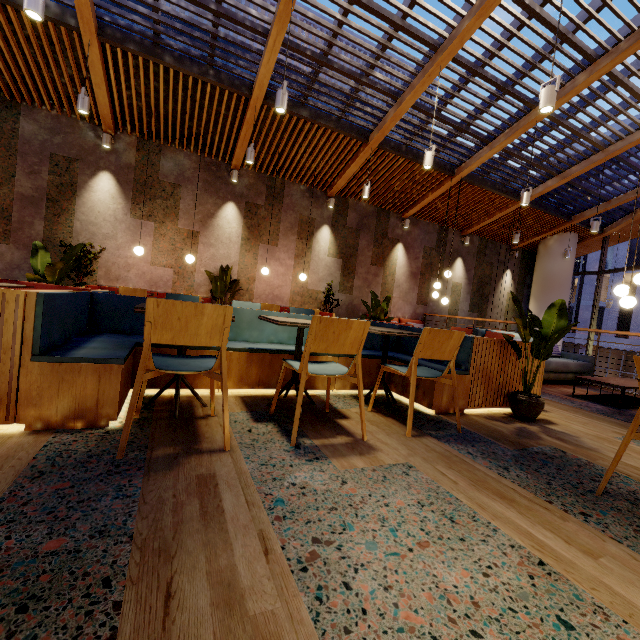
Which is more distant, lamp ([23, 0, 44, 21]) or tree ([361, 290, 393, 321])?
tree ([361, 290, 393, 321])

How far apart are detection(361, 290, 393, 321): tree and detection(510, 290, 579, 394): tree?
2.3m

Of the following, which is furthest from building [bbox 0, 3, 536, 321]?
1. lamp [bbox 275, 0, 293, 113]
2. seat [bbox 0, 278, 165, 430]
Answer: lamp [bbox 275, 0, 293, 113]

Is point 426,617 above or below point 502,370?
below

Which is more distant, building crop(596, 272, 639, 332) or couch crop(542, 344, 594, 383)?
building crop(596, 272, 639, 332)

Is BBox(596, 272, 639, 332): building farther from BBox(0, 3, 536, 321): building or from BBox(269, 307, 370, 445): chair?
BBox(269, 307, 370, 445): chair

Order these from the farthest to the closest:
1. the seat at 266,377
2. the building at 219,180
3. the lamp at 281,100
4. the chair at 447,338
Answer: the building at 219,180 < the lamp at 281,100 < the seat at 266,377 < the chair at 447,338

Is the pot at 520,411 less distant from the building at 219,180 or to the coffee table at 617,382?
the building at 219,180
